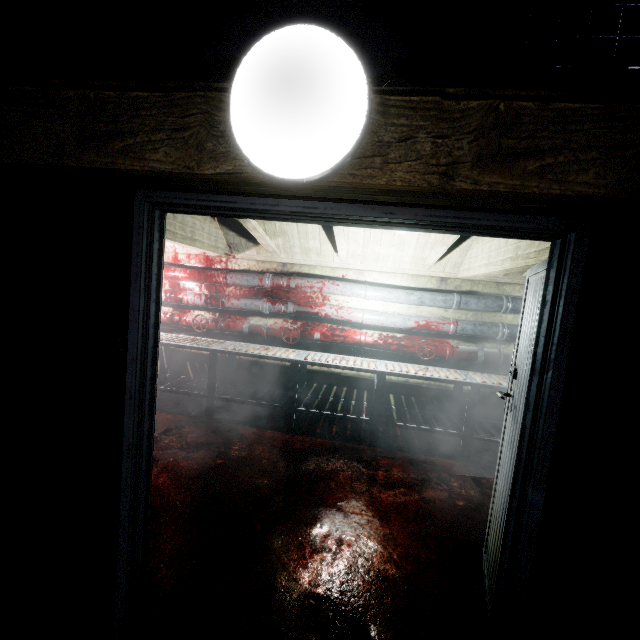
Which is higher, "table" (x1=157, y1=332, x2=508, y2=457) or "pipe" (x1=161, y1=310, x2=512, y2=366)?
"pipe" (x1=161, y1=310, x2=512, y2=366)

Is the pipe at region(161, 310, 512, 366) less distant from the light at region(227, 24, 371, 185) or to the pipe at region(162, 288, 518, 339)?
the pipe at region(162, 288, 518, 339)

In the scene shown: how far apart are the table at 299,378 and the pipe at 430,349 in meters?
0.1

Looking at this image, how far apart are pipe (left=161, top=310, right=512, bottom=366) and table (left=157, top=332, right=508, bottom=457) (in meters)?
0.09

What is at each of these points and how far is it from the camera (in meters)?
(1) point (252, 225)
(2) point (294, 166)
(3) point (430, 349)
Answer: (1) beam, 3.26
(2) light, 0.71
(3) pipe, 4.05

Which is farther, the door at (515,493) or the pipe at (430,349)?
the pipe at (430,349)

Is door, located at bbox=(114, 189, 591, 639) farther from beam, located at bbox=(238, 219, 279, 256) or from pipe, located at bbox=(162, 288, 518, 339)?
pipe, located at bbox=(162, 288, 518, 339)

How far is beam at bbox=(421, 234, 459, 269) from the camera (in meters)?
2.95
